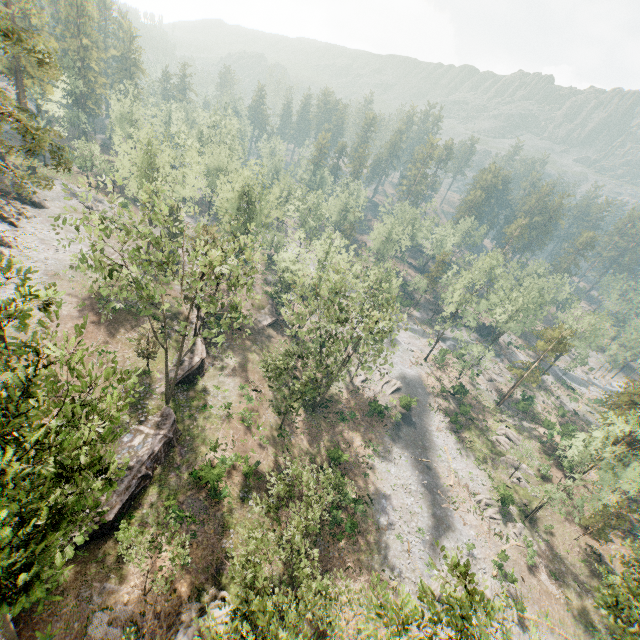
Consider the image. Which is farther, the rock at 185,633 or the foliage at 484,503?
the foliage at 484,503

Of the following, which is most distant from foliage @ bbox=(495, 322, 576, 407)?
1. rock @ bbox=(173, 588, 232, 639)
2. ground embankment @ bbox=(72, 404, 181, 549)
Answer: rock @ bbox=(173, 588, 232, 639)

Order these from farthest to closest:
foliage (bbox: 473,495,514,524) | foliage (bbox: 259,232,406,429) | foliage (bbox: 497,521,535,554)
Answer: foliage (bbox: 473,495,514,524) → foliage (bbox: 497,521,535,554) → foliage (bbox: 259,232,406,429)

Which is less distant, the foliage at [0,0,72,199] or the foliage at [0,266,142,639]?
the foliage at [0,266,142,639]

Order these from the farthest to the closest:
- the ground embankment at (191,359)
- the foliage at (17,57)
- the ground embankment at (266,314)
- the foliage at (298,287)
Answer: the ground embankment at (266,314)
the ground embankment at (191,359)
the foliage at (298,287)
the foliage at (17,57)

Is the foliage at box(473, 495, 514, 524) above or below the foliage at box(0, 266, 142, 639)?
below

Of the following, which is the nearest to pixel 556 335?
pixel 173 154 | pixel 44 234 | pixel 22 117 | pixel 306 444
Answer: pixel 306 444
